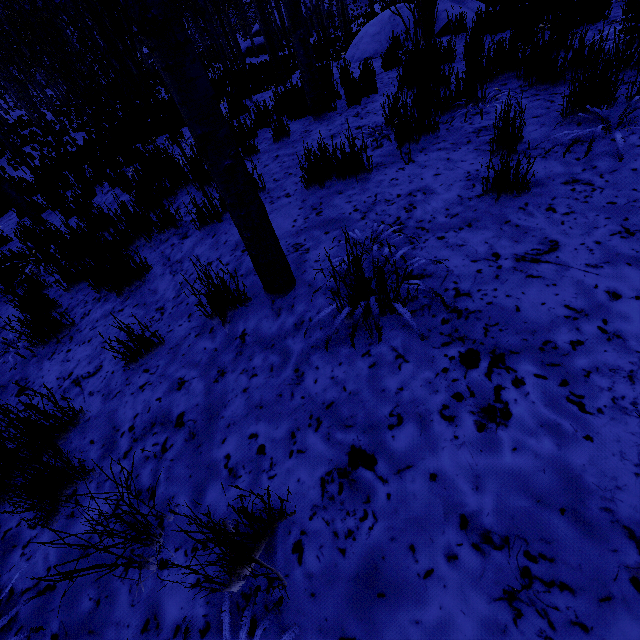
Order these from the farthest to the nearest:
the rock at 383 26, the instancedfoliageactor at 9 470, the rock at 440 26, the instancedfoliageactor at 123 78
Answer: the rock at 383 26, the rock at 440 26, the instancedfoliageactor at 123 78, the instancedfoliageactor at 9 470

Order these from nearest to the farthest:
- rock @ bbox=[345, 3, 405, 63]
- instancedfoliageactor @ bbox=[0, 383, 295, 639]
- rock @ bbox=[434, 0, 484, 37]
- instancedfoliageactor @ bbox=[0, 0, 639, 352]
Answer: instancedfoliageactor @ bbox=[0, 383, 295, 639]
instancedfoliageactor @ bbox=[0, 0, 639, 352]
rock @ bbox=[434, 0, 484, 37]
rock @ bbox=[345, 3, 405, 63]

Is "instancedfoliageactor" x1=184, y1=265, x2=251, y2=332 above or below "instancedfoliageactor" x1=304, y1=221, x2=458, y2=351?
below

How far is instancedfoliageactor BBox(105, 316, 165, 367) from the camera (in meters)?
2.06

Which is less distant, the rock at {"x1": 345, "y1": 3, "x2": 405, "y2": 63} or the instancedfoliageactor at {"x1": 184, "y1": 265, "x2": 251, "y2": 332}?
the instancedfoliageactor at {"x1": 184, "y1": 265, "x2": 251, "y2": 332}

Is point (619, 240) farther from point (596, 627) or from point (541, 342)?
point (596, 627)

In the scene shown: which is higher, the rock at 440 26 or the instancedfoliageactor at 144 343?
the rock at 440 26
